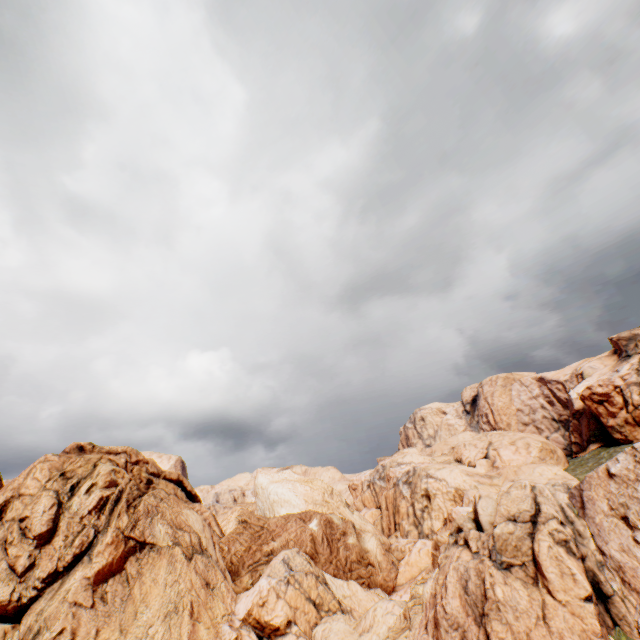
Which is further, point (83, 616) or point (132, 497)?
point (132, 497)
